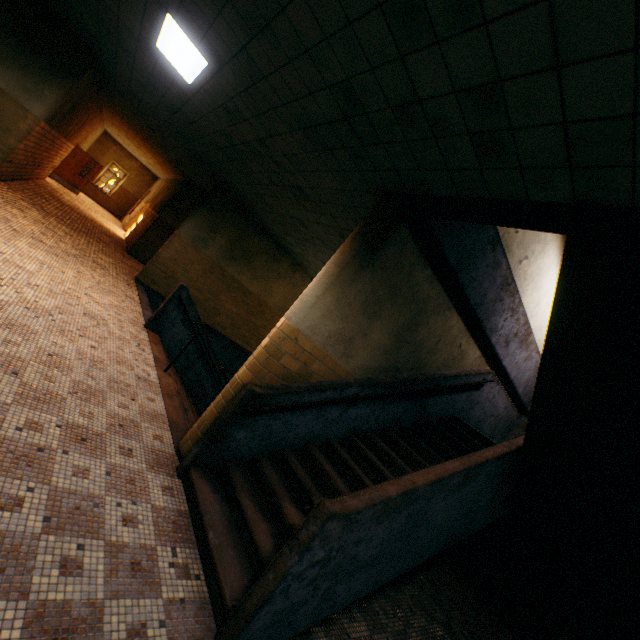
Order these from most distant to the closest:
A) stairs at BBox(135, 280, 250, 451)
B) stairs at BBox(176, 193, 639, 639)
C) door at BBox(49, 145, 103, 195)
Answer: door at BBox(49, 145, 103, 195) → stairs at BBox(135, 280, 250, 451) → stairs at BBox(176, 193, 639, 639)

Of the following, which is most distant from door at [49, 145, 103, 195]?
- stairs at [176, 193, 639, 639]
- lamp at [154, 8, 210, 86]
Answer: stairs at [176, 193, 639, 639]

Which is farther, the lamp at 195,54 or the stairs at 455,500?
the lamp at 195,54

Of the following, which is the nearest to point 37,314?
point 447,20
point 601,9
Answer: point 447,20

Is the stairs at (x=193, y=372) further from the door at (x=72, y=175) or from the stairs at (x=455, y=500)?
the door at (x=72, y=175)

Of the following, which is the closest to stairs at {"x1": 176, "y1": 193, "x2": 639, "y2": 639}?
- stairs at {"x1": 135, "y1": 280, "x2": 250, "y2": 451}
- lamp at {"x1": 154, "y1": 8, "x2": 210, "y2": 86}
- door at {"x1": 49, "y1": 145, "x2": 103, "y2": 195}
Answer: stairs at {"x1": 135, "y1": 280, "x2": 250, "y2": 451}

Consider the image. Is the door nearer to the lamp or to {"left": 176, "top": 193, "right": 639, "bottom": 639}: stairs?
the lamp
